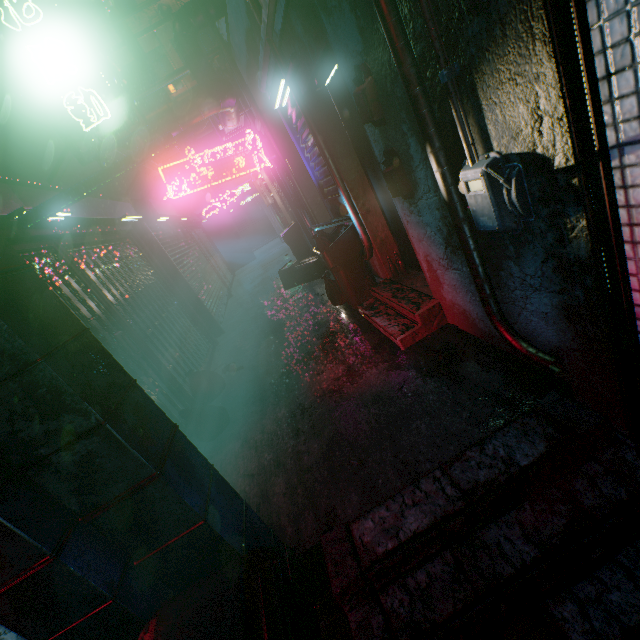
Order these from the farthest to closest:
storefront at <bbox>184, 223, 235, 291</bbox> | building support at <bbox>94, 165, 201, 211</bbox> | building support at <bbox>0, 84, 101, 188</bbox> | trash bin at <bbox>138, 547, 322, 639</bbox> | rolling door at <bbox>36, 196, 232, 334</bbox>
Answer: storefront at <bbox>184, 223, 235, 291</bbox>, building support at <bbox>94, 165, 201, 211</bbox>, rolling door at <bbox>36, 196, 232, 334</bbox>, building support at <bbox>0, 84, 101, 188</bbox>, trash bin at <bbox>138, 547, 322, 639</bbox>

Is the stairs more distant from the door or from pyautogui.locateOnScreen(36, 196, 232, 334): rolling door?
pyautogui.locateOnScreen(36, 196, 232, 334): rolling door

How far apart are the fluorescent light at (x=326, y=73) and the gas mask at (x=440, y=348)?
2.34m

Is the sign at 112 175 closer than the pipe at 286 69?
Yes

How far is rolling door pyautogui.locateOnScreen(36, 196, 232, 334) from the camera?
3.8m

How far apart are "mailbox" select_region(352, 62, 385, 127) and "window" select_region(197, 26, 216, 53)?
16.0 meters

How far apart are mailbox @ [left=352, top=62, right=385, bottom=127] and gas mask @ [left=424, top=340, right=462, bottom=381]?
1.71m

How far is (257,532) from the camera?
1.5m
